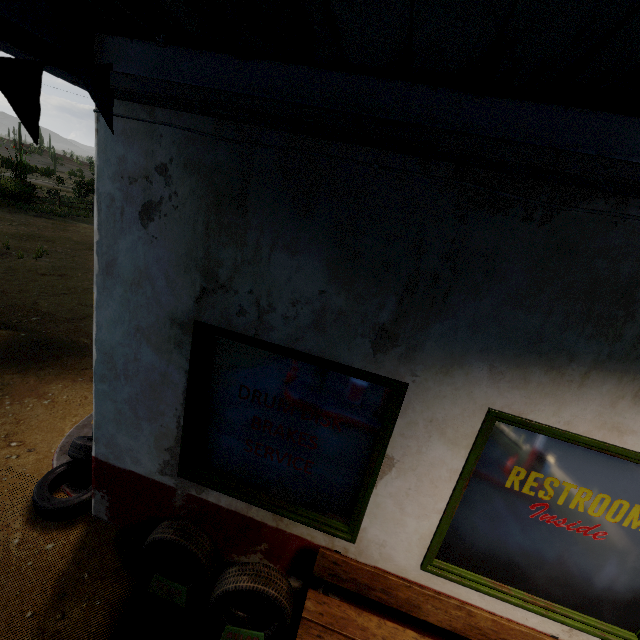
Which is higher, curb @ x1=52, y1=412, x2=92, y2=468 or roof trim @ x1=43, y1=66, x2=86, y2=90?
roof trim @ x1=43, y1=66, x2=86, y2=90

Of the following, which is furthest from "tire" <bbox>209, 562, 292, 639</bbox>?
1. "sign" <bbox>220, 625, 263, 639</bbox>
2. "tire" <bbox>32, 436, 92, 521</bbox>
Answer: "tire" <bbox>32, 436, 92, 521</bbox>

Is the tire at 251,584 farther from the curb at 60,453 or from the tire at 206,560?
the curb at 60,453

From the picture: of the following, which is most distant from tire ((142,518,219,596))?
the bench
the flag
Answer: the flag

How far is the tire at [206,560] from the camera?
2.74m

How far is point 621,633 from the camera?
2.5 meters

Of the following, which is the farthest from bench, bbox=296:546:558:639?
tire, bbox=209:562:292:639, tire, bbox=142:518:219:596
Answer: tire, bbox=142:518:219:596

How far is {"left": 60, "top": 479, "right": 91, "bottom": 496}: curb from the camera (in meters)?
3.66
